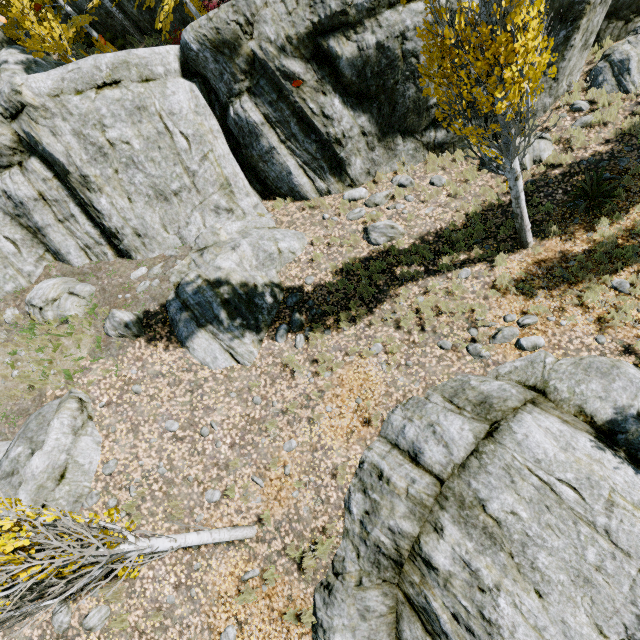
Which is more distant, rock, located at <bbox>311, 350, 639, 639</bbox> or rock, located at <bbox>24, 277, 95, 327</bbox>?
rock, located at <bbox>24, 277, 95, 327</bbox>

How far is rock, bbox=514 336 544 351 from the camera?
7.4m

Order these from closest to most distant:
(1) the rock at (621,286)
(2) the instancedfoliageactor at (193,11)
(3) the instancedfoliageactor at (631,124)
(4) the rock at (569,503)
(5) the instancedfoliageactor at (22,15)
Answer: (4) the rock at (569,503) → (1) the rock at (621,286) → (3) the instancedfoliageactor at (631,124) → (5) the instancedfoliageactor at (22,15) → (2) the instancedfoliageactor at (193,11)

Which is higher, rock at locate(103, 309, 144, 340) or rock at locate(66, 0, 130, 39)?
rock at locate(66, 0, 130, 39)

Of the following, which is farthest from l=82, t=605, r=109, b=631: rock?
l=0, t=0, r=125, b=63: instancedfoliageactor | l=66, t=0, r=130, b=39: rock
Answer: l=0, t=0, r=125, b=63: instancedfoliageactor

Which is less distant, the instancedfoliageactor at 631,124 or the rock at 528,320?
the rock at 528,320

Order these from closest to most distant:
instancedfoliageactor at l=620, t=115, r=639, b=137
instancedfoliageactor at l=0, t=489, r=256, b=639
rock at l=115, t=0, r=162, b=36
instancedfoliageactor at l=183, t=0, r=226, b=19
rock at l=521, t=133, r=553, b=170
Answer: instancedfoliageactor at l=0, t=489, r=256, b=639
instancedfoliageactor at l=620, t=115, r=639, b=137
rock at l=521, t=133, r=553, b=170
instancedfoliageactor at l=183, t=0, r=226, b=19
rock at l=115, t=0, r=162, b=36

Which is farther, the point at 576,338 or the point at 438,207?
the point at 438,207
